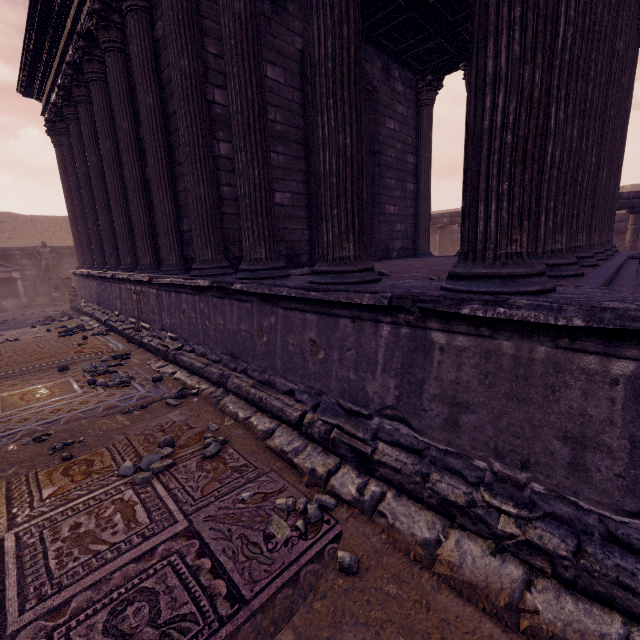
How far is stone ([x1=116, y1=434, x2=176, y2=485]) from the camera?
2.8 meters

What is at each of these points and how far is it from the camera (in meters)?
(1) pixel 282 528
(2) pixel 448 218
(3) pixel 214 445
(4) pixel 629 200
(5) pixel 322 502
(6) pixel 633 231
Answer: (1) stone, 2.32
(2) entablature, 14.62
(3) stone, 3.20
(4) entablature, 10.42
(5) stone, 2.50
(6) column, 10.62

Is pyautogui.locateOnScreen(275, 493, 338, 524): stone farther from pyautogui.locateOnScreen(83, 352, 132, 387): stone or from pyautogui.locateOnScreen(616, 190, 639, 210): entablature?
pyautogui.locateOnScreen(616, 190, 639, 210): entablature

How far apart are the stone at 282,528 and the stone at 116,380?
4.2m

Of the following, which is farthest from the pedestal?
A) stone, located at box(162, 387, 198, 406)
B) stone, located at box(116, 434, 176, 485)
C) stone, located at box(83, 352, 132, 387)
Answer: stone, located at box(116, 434, 176, 485)

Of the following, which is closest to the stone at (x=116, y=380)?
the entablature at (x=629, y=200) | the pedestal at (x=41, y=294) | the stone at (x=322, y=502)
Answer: the stone at (x=322, y=502)

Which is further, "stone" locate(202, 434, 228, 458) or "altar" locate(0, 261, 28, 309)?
"altar" locate(0, 261, 28, 309)

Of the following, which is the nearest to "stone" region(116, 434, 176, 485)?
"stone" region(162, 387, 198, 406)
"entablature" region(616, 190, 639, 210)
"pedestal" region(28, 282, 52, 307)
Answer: "stone" region(162, 387, 198, 406)
